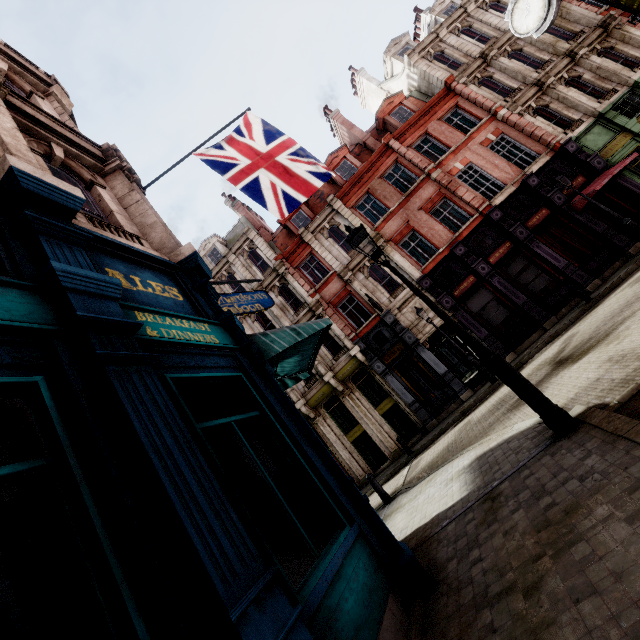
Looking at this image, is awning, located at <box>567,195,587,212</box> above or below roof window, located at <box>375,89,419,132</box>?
below

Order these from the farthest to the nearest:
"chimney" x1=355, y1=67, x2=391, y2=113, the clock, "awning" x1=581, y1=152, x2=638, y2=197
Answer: "chimney" x1=355, y1=67, x2=391, y2=113 < "awning" x1=581, y1=152, x2=638, y2=197 < the clock

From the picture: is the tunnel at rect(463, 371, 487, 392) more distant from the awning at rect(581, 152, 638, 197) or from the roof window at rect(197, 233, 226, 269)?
the roof window at rect(197, 233, 226, 269)

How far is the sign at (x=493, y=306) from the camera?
16.7 meters

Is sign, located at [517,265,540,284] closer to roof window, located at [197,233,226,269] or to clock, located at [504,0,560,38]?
clock, located at [504,0,560,38]

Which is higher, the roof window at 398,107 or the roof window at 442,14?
the roof window at 442,14

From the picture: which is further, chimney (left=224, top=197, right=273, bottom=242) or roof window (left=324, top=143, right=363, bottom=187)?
chimney (left=224, top=197, right=273, bottom=242)

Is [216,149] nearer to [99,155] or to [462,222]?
[99,155]
